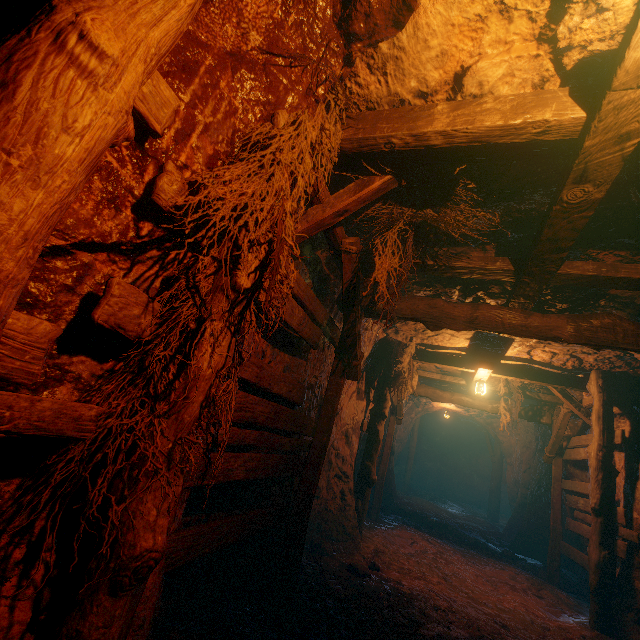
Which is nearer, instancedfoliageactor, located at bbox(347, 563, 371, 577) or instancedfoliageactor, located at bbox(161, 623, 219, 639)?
instancedfoliageactor, located at bbox(161, 623, 219, 639)

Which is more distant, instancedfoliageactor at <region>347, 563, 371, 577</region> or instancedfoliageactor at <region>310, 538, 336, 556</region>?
instancedfoliageactor at <region>310, 538, 336, 556</region>

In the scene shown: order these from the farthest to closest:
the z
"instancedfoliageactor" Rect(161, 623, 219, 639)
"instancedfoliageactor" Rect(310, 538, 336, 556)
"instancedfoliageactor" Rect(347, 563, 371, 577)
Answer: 1. "instancedfoliageactor" Rect(310, 538, 336, 556)
2. "instancedfoliageactor" Rect(347, 563, 371, 577)
3. "instancedfoliageactor" Rect(161, 623, 219, 639)
4. the z

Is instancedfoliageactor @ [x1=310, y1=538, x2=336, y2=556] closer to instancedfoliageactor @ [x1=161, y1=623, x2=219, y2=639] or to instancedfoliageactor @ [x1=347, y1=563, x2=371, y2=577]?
instancedfoliageactor @ [x1=347, y1=563, x2=371, y2=577]

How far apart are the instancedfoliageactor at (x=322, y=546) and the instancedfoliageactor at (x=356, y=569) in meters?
0.6

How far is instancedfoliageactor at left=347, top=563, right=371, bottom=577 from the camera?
4.75m

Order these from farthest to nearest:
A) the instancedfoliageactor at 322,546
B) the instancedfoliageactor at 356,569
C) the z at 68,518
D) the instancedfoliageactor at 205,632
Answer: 1. the instancedfoliageactor at 322,546
2. the instancedfoliageactor at 356,569
3. the instancedfoliageactor at 205,632
4. the z at 68,518

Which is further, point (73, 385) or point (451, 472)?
point (451, 472)
